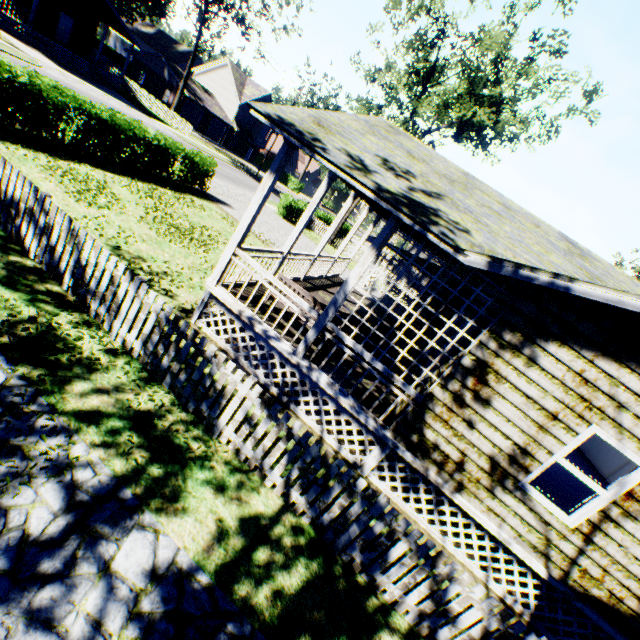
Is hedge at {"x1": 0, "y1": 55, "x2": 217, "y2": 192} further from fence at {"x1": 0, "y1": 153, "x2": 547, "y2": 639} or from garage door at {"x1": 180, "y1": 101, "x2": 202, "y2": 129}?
garage door at {"x1": 180, "y1": 101, "x2": 202, "y2": 129}

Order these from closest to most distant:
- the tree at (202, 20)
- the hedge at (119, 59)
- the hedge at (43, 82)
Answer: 1. the hedge at (43, 82)
2. the tree at (202, 20)
3. the hedge at (119, 59)

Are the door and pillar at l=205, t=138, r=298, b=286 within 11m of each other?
no

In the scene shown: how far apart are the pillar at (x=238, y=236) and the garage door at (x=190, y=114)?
48.29m

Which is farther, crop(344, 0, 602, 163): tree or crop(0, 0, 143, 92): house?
crop(0, 0, 143, 92): house

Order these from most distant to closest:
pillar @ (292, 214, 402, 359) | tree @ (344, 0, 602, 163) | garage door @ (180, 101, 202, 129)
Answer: garage door @ (180, 101, 202, 129), tree @ (344, 0, 602, 163), pillar @ (292, 214, 402, 359)

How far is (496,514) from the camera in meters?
5.8

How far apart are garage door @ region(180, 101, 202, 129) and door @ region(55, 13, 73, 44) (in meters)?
14.50
